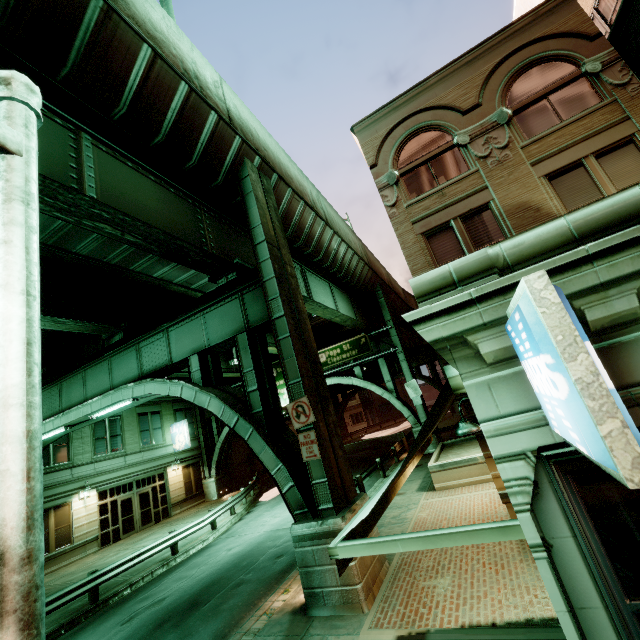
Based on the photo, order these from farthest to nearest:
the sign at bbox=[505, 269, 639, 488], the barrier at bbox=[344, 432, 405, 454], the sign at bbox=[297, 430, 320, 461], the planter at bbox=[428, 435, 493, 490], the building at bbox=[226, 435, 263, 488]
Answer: the building at bbox=[226, 435, 263, 488], the barrier at bbox=[344, 432, 405, 454], the planter at bbox=[428, 435, 493, 490], the sign at bbox=[297, 430, 320, 461], the sign at bbox=[505, 269, 639, 488]

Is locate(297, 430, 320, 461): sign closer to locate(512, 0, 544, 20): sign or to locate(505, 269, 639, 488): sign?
locate(505, 269, 639, 488): sign

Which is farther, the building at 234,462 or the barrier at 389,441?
the building at 234,462

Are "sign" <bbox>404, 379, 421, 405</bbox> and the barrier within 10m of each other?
yes

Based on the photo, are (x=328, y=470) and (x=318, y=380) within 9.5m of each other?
yes

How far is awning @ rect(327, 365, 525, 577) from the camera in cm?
247

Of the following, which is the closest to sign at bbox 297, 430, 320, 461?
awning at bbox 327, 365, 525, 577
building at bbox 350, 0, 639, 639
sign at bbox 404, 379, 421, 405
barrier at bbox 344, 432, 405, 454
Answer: awning at bbox 327, 365, 525, 577

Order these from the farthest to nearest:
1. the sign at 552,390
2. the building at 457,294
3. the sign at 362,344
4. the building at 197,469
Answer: the sign at 362,344 → the building at 197,469 → the building at 457,294 → the sign at 552,390
